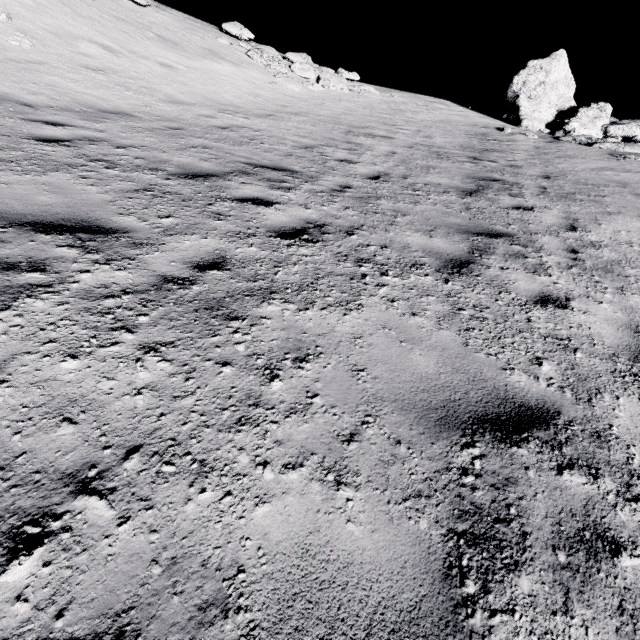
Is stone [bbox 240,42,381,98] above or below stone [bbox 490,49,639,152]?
below

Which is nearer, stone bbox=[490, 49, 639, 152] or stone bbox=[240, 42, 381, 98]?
stone bbox=[490, 49, 639, 152]

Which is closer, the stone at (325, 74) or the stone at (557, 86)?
the stone at (557, 86)

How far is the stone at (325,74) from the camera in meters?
14.4 m

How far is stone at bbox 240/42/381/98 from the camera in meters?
14.4 m

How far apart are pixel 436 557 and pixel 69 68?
12.20m
